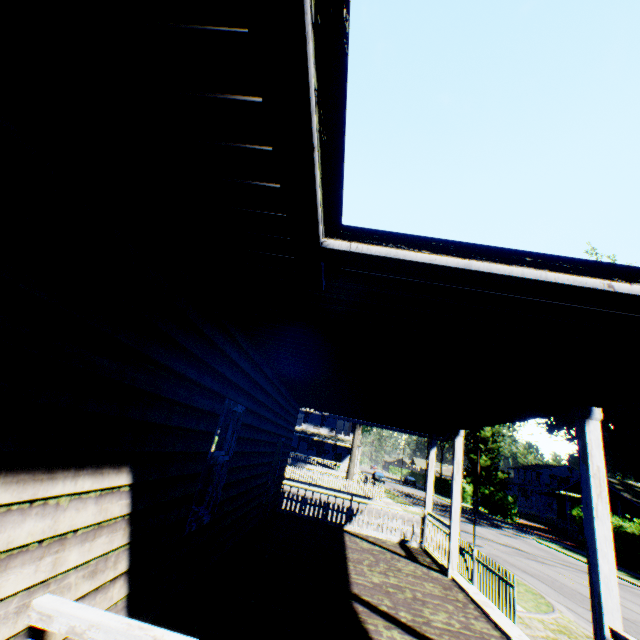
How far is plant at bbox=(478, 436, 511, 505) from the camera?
52.5m

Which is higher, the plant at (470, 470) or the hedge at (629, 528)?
the plant at (470, 470)

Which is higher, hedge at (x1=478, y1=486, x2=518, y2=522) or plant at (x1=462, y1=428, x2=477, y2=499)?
plant at (x1=462, y1=428, x2=477, y2=499)

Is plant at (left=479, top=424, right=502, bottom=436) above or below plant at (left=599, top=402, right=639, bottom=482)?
above

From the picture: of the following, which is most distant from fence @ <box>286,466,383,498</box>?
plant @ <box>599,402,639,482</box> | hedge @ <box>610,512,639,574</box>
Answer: plant @ <box>599,402,639,482</box>

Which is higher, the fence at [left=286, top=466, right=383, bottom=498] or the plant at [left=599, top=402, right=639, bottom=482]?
the plant at [left=599, top=402, right=639, bottom=482]

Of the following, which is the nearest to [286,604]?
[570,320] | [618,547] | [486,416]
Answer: [486,416]

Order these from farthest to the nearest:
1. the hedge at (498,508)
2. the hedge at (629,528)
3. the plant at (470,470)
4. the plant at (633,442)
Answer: the plant at (470,470) → the plant at (633,442) → the hedge at (498,508) → the hedge at (629,528)
